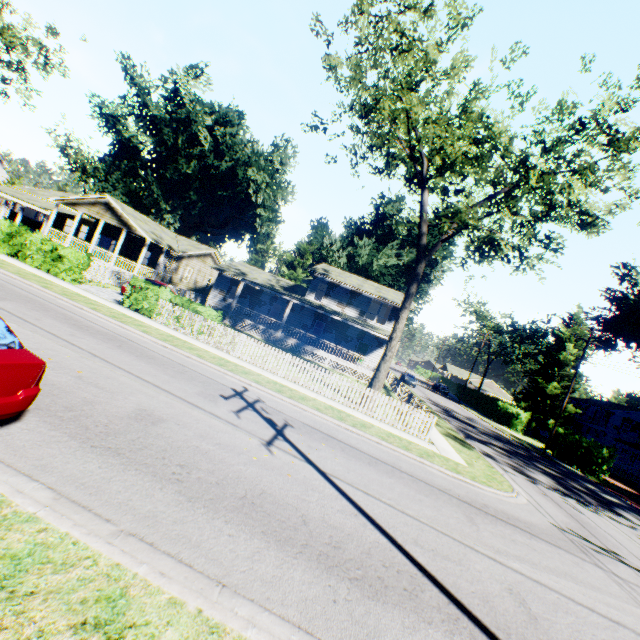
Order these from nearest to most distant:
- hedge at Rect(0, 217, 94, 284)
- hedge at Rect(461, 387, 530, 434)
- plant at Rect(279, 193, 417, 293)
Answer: hedge at Rect(0, 217, 94, 284) < hedge at Rect(461, 387, 530, 434) < plant at Rect(279, 193, 417, 293)

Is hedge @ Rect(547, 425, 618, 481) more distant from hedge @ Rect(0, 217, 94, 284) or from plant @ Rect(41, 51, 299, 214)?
hedge @ Rect(0, 217, 94, 284)

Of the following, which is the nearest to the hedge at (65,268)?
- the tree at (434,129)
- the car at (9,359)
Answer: the car at (9,359)

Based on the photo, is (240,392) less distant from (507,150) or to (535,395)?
(507,150)

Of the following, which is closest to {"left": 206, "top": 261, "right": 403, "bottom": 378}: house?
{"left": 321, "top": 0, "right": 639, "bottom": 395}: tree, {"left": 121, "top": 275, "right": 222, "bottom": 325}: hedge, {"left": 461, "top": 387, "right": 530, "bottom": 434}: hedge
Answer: {"left": 321, "top": 0, "right": 639, "bottom": 395}: tree

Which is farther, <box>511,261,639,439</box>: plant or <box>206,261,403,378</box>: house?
<box>511,261,639,439</box>: plant

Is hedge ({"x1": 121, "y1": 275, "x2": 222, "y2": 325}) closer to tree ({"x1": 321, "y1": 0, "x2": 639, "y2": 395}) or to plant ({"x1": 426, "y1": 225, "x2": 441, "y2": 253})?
tree ({"x1": 321, "y1": 0, "x2": 639, "y2": 395})

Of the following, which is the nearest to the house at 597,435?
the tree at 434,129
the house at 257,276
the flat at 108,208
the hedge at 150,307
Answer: the house at 257,276
